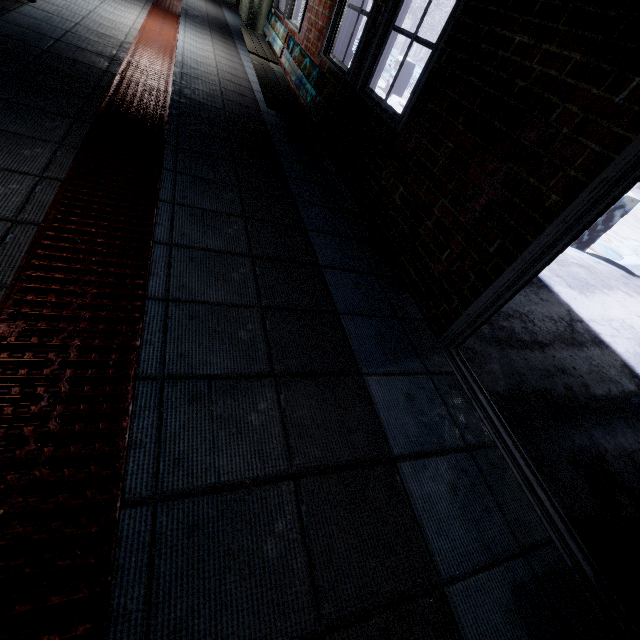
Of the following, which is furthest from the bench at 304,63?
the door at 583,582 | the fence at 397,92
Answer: the fence at 397,92

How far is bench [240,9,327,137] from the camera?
2.8m

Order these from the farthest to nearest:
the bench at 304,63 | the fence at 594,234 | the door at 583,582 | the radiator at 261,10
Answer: the radiator at 261,10 < the fence at 594,234 < the bench at 304,63 < the door at 583,582

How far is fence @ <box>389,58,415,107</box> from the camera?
8.9m

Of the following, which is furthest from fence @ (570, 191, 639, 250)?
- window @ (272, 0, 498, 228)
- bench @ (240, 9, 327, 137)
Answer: bench @ (240, 9, 327, 137)

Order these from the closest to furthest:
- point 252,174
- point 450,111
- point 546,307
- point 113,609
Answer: point 113,609 → point 450,111 → point 252,174 → point 546,307

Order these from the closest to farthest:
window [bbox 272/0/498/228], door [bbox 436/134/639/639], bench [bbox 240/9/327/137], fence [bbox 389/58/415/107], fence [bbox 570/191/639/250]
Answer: door [bbox 436/134/639/639] < window [bbox 272/0/498/228] < bench [bbox 240/9/327/137] < fence [bbox 570/191/639/250] < fence [bbox 389/58/415/107]

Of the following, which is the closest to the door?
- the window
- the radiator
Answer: the window
